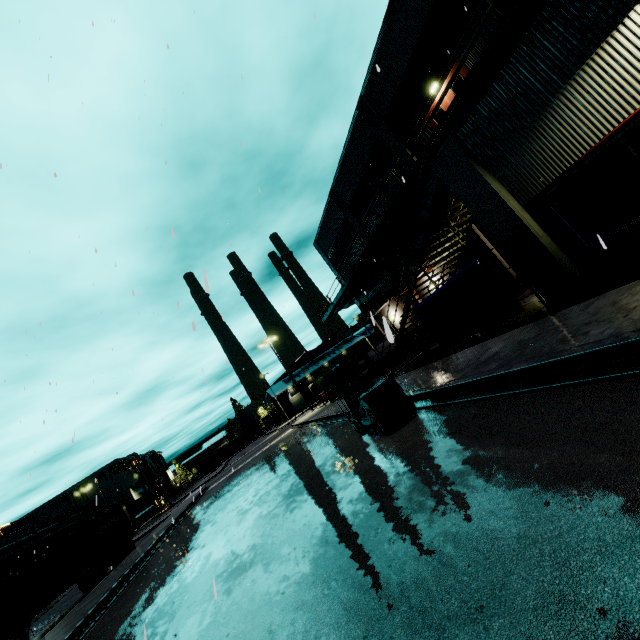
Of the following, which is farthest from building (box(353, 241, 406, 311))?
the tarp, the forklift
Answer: the forklift

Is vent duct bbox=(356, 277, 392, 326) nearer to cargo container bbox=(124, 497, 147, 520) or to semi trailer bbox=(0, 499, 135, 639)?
semi trailer bbox=(0, 499, 135, 639)

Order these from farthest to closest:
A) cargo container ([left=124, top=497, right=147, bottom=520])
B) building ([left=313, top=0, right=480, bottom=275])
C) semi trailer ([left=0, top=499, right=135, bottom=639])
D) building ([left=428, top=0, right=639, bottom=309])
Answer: cargo container ([left=124, top=497, right=147, bottom=520]) < building ([left=313, top=0, right=480, bottom=275]) < semi trailer ([left=0, top=499, right=135, bottom=639]) < building ([left=428, top=0, right=639, bottom=309])

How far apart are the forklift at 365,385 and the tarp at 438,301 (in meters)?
3.28

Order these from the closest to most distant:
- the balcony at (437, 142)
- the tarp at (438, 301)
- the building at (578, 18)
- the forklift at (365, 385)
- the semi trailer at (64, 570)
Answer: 1. the building at (578, 18)
2. the balcony at (437, 142)
3. the forklift at (365, 385)
4. the tarp at (438, 301)
5. the semi trailer at (64, 570)

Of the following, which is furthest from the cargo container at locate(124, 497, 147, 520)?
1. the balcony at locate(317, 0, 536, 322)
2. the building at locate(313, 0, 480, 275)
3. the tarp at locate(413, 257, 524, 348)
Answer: the tarp at locate(413, 257, 524, 348)

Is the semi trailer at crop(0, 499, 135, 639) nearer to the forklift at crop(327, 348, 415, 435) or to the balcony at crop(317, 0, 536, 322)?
the balcony at crop(317, 0, 536, 322)

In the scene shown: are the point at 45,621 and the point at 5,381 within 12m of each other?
no
